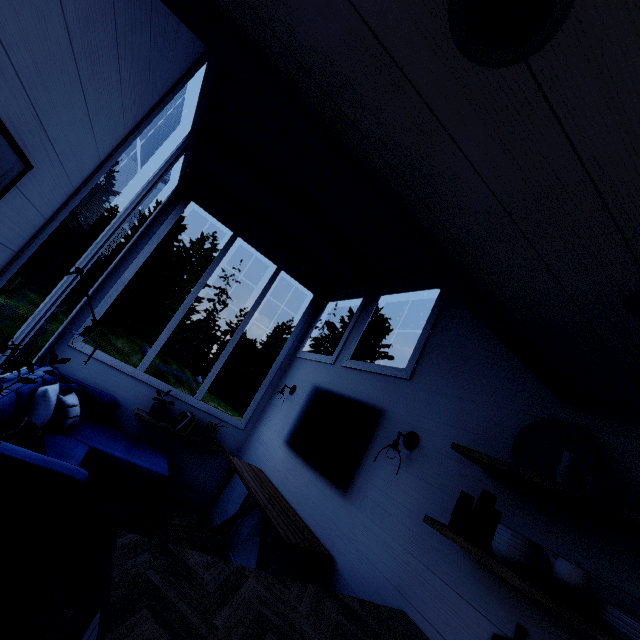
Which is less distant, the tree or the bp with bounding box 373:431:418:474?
the tree

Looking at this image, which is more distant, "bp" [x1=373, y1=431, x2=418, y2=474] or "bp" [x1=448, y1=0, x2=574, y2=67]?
"bp" [x1=373, y1=431, x2=418, y2=474]

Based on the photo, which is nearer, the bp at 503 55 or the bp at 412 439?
the bp at 503 55

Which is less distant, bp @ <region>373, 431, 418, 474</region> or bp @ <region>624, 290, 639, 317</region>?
bp @ <region>624, 290, 639, 317</region>

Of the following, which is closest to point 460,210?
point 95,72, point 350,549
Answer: point 95,72

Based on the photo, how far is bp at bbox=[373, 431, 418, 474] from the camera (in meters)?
2.45

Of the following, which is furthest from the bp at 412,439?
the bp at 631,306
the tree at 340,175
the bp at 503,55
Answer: the bp at 503,55

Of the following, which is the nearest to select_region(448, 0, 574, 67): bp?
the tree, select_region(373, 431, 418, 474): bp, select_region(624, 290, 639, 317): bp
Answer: the tree
